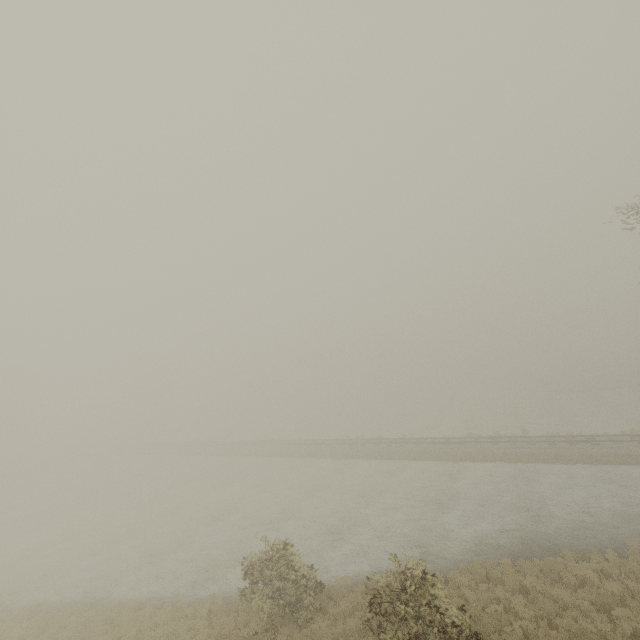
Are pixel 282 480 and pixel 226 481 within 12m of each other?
yes
